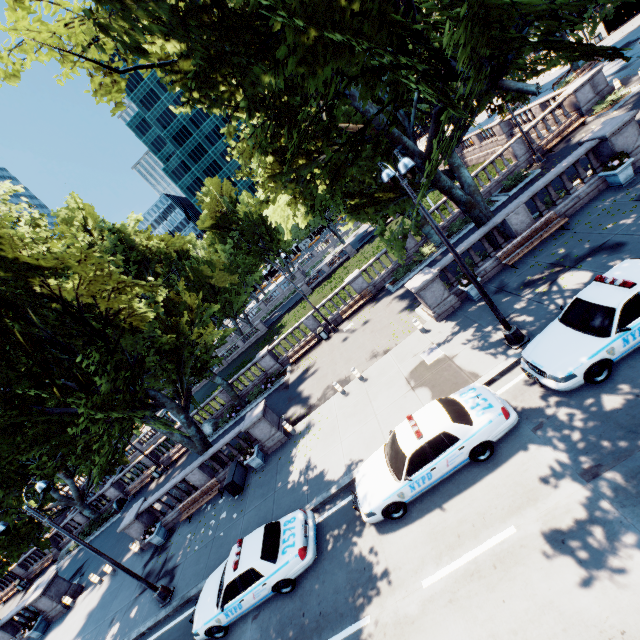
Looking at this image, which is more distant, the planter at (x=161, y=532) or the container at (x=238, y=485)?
the planter at (x=161, y=532)

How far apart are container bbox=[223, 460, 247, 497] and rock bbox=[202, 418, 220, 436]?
9.9m

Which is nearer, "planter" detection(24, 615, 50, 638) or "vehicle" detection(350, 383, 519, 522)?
"vehicle" detection(350, 383, 519, 522)

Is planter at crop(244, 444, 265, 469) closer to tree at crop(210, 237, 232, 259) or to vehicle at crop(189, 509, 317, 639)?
tree at crop(210, 237, 232, 259)

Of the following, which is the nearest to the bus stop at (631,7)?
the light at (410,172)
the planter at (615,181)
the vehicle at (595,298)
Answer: the light at (410,172)

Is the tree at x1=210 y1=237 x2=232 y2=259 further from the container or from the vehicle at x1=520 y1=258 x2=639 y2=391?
the vehicle at x1=520 y1=258 x2=639 y2=391

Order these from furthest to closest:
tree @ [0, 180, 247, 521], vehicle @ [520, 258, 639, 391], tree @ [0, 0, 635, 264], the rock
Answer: the rock
tree @ [0, 180, 247, 521]
vehicle @ [520, 258, 639, 391]
tree @ [0, 0, 635, 264]

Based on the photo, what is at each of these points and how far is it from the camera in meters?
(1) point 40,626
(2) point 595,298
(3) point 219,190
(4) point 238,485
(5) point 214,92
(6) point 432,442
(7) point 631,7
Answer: (1) planter, 19.9 m
(2) vehicle, 8.5 m
(3) tree, 59.8 m
(4) container, 16.2 m
(5) tree, 9.3 m
(6) vehicle, 8.7 m
(7) bus stop, 34.3 m
